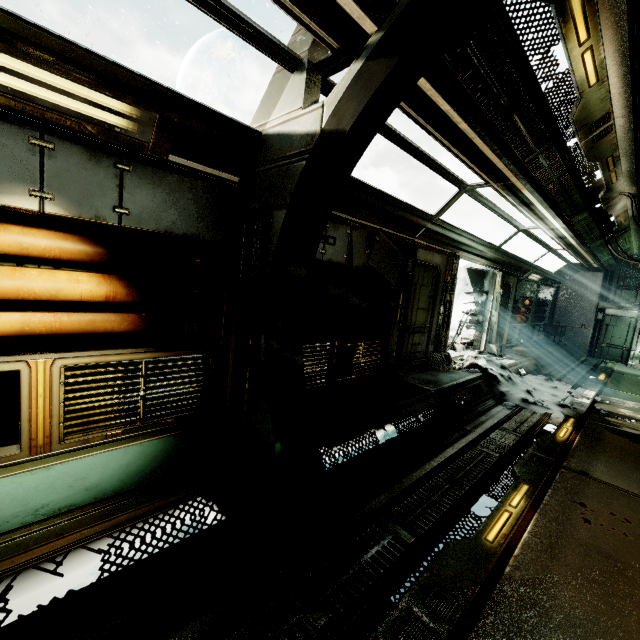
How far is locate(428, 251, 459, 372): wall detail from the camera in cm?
735

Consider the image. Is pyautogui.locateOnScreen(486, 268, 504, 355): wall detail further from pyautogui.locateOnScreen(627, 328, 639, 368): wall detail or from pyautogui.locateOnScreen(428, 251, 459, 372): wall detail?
pyautogui.locateOnScreen(627, 328, 639, 368): wall detail

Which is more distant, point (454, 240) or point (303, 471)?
point (454, 240)

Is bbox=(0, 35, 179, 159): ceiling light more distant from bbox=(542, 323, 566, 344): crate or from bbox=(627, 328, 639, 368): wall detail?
bbox=(627, 328, 639, 368): wall detail

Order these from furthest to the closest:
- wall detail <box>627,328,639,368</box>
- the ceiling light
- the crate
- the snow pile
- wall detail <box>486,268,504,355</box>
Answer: the crate, wall detail <box>627,328,639,368</box>, wall detail <box>486,268,504,355</box>, the snow pile, the ceiling light

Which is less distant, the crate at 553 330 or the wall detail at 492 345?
the wall detail at 492 345

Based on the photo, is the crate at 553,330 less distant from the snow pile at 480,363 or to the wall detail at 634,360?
the wall detail at 634,360

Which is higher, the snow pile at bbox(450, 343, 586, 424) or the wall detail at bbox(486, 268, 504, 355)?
the wall detail at bbox(486, 268, 504, 355)
